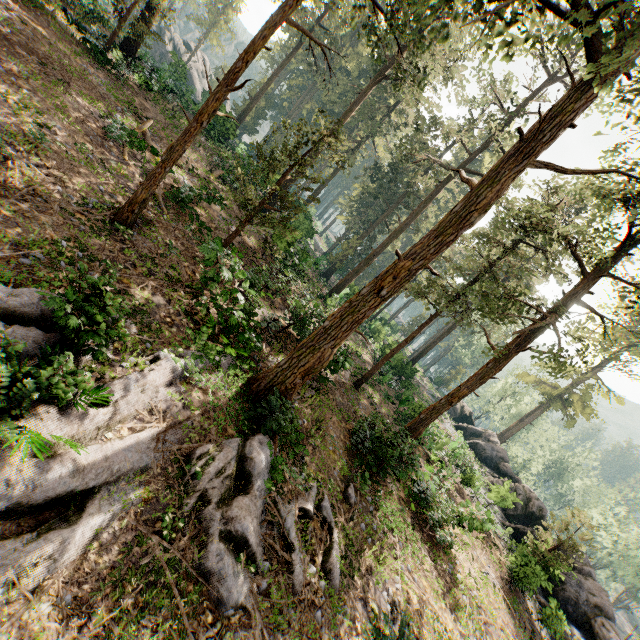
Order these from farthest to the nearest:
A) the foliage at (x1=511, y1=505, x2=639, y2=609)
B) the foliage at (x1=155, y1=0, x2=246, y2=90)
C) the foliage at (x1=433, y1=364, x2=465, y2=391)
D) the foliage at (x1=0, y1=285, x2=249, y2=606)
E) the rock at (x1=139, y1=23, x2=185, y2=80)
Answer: the foliage at (x1=433, y1=364, x2=465, y2=391) < the foliage at (x1=155, y1=0, x2=246, y2=90) < the rock at (x1=139, y1=23, x2=185, y2=80) < the foliage at (x1=511, y1=505, x2=639, y2=609) < the foliage at (x1=0, y1=285, x2=249, y2=606)

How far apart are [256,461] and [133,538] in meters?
3.5

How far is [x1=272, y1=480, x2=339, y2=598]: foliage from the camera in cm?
835

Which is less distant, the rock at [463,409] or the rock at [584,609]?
the rock at [584,609]

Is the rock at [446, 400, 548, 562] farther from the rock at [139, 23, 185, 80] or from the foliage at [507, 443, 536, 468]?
the rock at [139, 23, 185, 80]

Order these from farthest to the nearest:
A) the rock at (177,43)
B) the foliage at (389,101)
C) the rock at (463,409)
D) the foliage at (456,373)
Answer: the foliage at (456,373), the rock at (177,43), the rock at (463,409), the foliage at (389,101)

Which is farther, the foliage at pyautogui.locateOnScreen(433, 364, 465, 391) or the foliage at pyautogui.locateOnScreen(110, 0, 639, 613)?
the foliage at pyautogui.locateOnScreen(433, 364, 465, 391)
